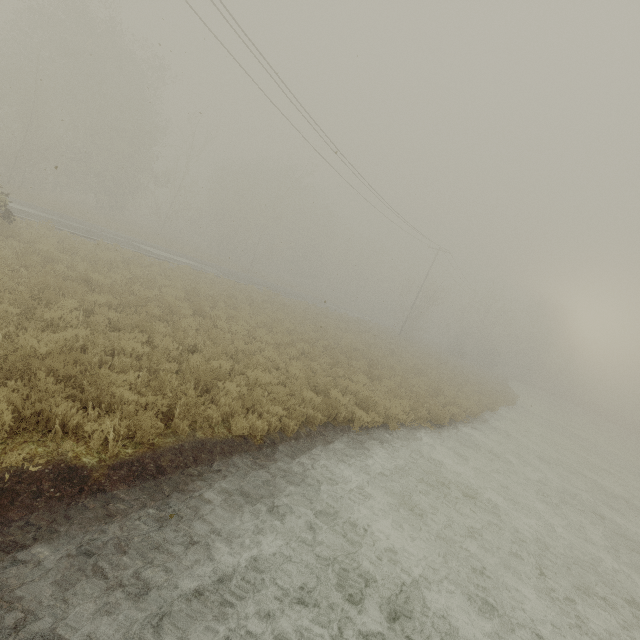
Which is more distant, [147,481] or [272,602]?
[147,481]
